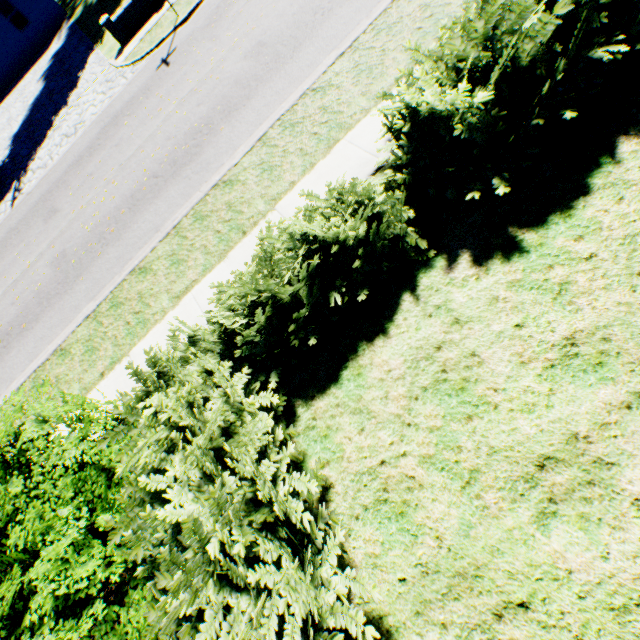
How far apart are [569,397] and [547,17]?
3.9 meters

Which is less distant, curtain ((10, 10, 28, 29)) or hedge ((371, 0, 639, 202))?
hedge ((371, 0, 639, 202))

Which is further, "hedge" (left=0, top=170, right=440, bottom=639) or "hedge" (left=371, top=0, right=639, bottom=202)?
"hedge" (left=371, top=0, right=639, bottom=202)

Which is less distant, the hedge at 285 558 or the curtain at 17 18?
the hedge at 285 558

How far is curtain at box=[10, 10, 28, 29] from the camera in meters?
20.8 m

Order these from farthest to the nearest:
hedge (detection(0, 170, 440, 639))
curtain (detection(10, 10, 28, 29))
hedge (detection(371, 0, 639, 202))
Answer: curtain (detection(10, 10, 28, 29))
hedge (detection(371, 0, 639, 202))
hedge (detection(0, 170, 440, 639))
